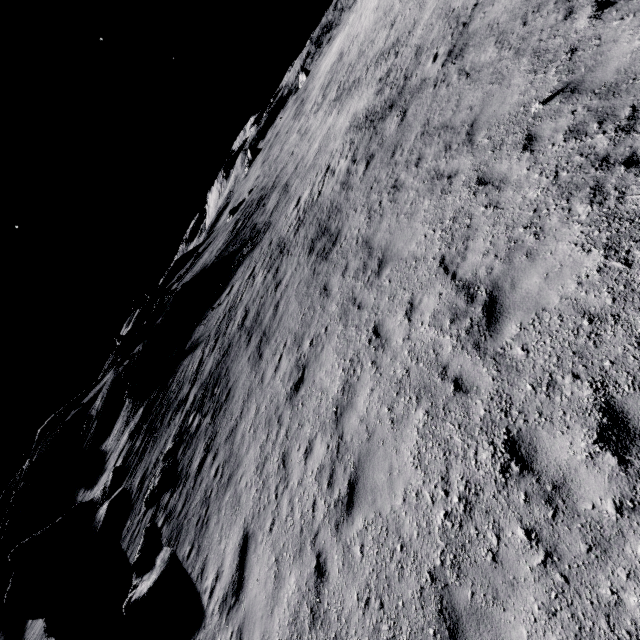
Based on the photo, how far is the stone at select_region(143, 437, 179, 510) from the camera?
14.09m

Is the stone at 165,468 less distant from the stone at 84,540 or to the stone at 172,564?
the stone at 172,564

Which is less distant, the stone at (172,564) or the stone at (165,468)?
the stone at (172,564)

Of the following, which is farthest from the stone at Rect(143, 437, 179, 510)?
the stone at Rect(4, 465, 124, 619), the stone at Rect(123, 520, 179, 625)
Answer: the stone at Rect(4, 465, 124, 619)

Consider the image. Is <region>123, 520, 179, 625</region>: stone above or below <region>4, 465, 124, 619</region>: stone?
below

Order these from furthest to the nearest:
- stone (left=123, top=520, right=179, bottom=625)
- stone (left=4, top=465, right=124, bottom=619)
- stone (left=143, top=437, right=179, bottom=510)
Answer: stone (left=4, top=465, right=124, bottom=619)
stone (left=143, top=437, right=179, bottom=510)
stone (left=123, top=520, right=179, bottom=625)

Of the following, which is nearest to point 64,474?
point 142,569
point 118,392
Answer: point 118,392

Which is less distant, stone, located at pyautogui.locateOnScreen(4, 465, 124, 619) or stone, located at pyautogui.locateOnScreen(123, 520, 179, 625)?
stone, located at pyautogui.locateOnScreen(123, 520, 179, 625)
